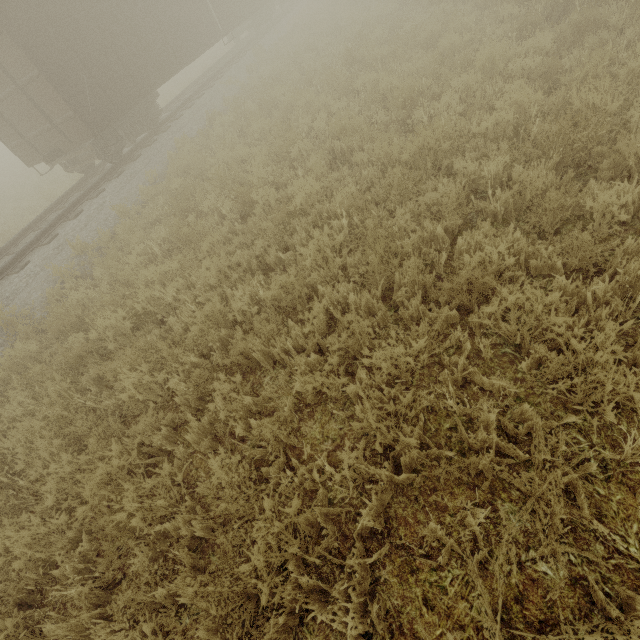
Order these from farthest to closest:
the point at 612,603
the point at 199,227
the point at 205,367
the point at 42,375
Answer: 1. the point at 199,227
2. the point at 42,375
3. the point at 205,367
4. the point at 612,603
